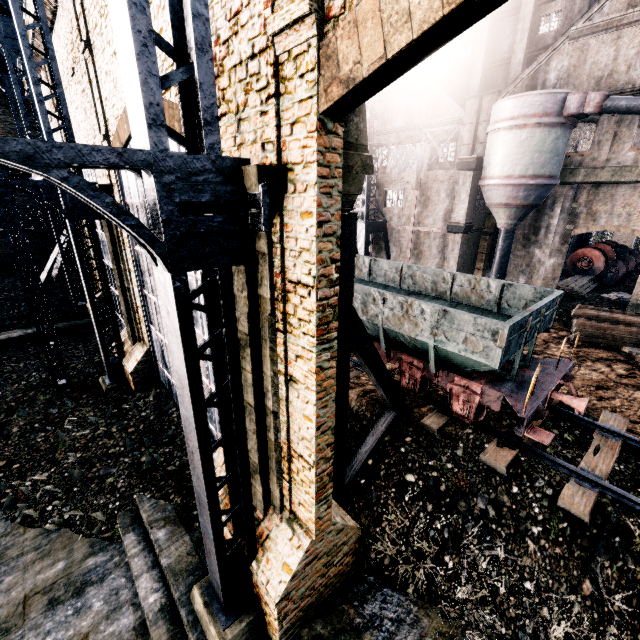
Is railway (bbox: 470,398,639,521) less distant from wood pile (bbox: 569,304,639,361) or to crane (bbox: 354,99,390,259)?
wood pile (bbox: 569,304,639,361)

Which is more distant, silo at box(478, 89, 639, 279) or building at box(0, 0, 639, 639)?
silo at box(478, 89, 639, 279)

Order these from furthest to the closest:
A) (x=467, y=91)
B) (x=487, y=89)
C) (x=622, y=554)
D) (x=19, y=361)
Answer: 1. (x=467, y=91)
2. (x=487, y=89)
3. (x=19, y=361)
4. (x=622, y=554)

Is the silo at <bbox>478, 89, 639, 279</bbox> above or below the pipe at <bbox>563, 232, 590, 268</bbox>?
above

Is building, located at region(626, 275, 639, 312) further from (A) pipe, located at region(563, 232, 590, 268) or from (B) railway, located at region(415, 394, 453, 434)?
(B) railway, located at region(415, 394, 453, 434)

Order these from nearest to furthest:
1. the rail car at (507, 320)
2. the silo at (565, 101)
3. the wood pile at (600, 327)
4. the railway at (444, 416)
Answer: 1. the rail car at (507, 320)
2. the railway at (444, 416)
3. the wood pile at (600, 327)
4. the silo at (565, 101)

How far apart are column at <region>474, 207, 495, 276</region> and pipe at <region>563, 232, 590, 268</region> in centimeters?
1307cm

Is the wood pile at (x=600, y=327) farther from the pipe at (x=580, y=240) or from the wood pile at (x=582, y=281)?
the pipe at (x=580, y=240)
